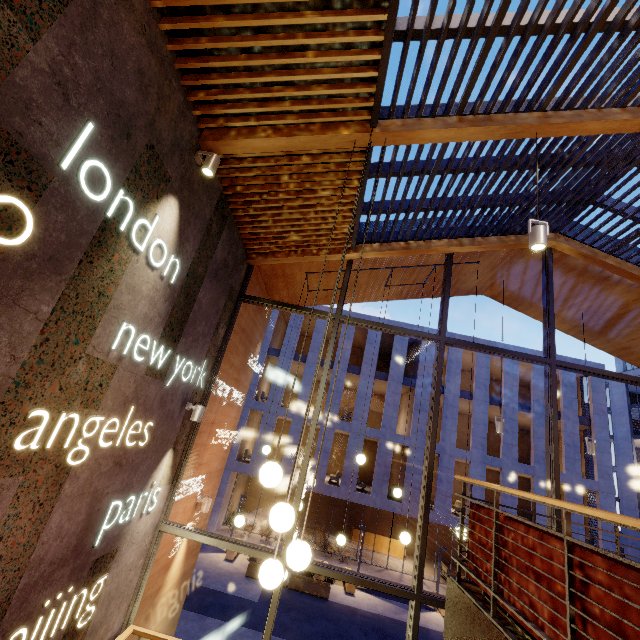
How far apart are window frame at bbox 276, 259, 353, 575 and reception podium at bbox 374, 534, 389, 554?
21.98m

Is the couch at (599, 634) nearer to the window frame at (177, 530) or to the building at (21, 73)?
the building at (21, 73)

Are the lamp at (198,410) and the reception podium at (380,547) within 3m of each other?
no

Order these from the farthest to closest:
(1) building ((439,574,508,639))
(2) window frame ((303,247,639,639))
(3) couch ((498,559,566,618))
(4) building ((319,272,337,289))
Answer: (4) building ((319,272,337,289)) → (2) window frame ((303,247,639,639)) → (1) building ((439,574,508,639)) → (3) couch ((498,559,566,618))

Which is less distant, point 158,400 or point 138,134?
point 138,134

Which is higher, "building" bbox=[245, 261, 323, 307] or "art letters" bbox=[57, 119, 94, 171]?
"building" bbox=[245, 261, 323, 307]

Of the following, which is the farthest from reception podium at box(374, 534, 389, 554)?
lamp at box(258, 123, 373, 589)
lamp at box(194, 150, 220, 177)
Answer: lamp at box(194, 150, 220, 177)

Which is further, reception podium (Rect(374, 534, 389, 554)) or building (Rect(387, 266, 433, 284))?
reception podium (Rect(374, 534, 389, 554))
